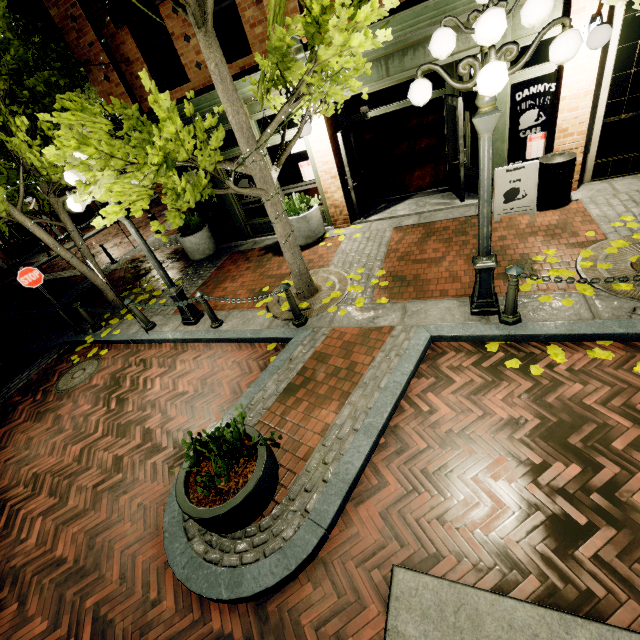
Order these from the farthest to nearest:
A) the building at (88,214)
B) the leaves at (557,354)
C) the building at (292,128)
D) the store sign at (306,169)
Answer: the building at (88,214) < the store sign at (306,169) < the building at (292,128) < the leaves at (557,354)

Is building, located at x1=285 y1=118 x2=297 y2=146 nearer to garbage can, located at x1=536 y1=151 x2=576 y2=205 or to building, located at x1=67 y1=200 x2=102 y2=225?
garbage can, located at x1=536 y1=151 x2=576 y2=205

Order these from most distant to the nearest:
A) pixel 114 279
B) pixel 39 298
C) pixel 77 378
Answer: pixel 39 298 < pixel 114 279 < pixel 77 378

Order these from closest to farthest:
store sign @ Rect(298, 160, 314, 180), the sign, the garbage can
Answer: the garbage can < the sign < store sign @ Rect(298, 160, 314, 180)

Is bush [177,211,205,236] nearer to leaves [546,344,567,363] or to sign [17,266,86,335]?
sign [17,266,86,335]

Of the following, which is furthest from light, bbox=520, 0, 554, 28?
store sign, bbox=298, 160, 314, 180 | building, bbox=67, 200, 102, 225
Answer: building, bbox=67, 200, 102, 225

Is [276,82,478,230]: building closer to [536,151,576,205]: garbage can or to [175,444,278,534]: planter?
[536,151,576,205]: garbage can

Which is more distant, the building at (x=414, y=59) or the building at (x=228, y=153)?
the building at (x=228, y=153)
